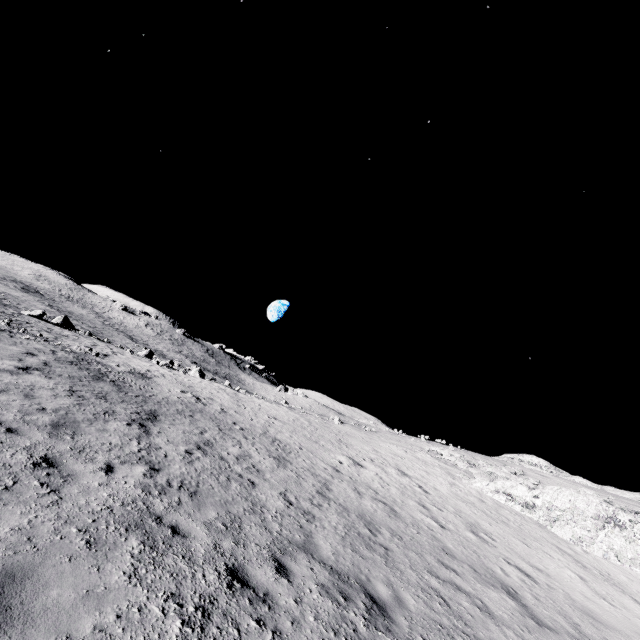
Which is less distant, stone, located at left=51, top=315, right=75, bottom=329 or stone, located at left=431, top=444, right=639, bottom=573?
stone, located at left=431, top=444, right=639, bottom=573

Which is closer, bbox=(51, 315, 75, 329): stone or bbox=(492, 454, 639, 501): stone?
bbox=(492, 454, 639, 501): stone

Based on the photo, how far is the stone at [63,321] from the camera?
36.8 meters

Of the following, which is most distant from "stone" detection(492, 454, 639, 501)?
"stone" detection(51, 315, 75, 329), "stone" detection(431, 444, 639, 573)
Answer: "stone" detection(51, 315, 75, 329)

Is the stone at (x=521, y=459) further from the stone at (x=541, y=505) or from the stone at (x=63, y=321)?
the stone at (x=63, y=321)

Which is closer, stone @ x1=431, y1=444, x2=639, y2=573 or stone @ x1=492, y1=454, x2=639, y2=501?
stone @ x1=431, y1=444, x2=639, y2=573

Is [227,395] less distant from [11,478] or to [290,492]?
[290,492]

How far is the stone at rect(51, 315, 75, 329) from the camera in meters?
36.8
